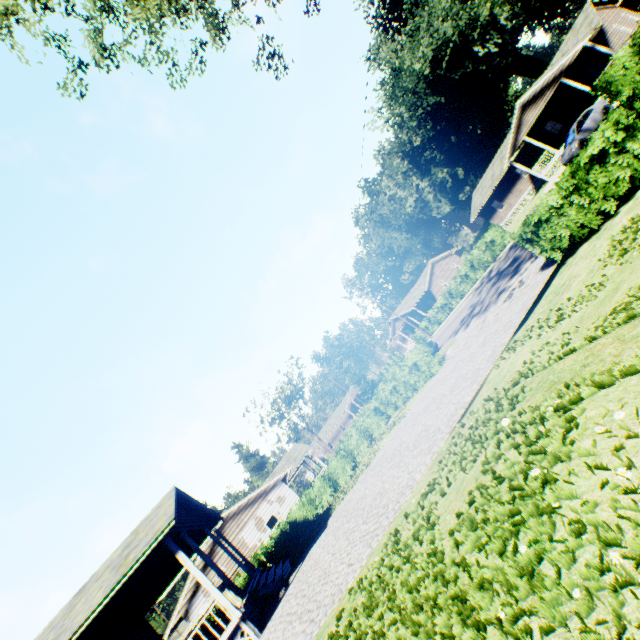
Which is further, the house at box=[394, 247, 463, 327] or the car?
the house at box=[394, 247, 463, 327]

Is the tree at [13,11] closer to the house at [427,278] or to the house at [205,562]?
the house at [205,562]

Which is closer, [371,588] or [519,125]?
[371,588]

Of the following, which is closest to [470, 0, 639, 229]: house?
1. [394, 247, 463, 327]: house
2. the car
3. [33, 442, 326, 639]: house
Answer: the car

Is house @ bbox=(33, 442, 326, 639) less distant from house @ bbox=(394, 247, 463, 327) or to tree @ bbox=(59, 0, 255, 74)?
tree @ bbox=(59, 0, 255, 74)

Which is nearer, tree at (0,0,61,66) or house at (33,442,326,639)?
tree at (0,0,61,66)

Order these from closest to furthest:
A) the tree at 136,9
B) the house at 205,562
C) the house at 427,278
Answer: the tree at 136,9
the house at 205,562
the house at 427,278

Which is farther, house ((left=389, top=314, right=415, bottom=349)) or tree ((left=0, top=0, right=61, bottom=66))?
house ((left=389, top=314, right=415, bottom=349))
